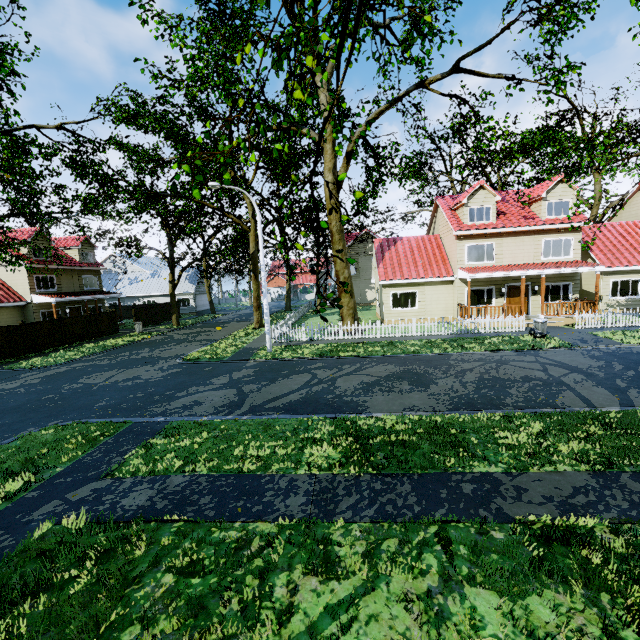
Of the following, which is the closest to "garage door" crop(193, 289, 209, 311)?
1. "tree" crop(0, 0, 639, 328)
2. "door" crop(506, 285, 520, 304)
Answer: "tree" crop(0, 0, 639, 328)

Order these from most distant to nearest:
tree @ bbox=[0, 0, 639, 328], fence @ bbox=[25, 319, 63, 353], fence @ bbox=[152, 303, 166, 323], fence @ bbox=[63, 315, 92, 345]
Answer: fence @ bbox=[152, 303, 166, 323], fence @ bbox=[63, 315, 92, 345], fence @ bbox=[25, 319, 63, 353], tree @ bbox=[0, 0, 639, 328]

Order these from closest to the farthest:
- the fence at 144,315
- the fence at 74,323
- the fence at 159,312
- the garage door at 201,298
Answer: the fence at 74,323
the fence at 144,315
the fence at 159,312
the garage door at 201,298

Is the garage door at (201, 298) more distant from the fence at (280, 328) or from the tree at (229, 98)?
the fence at (280, 328)

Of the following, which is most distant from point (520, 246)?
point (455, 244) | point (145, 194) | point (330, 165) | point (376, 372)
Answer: point (145, 194)

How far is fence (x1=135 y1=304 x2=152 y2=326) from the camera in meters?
32.2 m

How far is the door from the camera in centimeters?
2203cm

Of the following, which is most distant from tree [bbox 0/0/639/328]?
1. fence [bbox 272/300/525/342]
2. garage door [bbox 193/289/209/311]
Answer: garage door [bbox 193/289/209/311]
